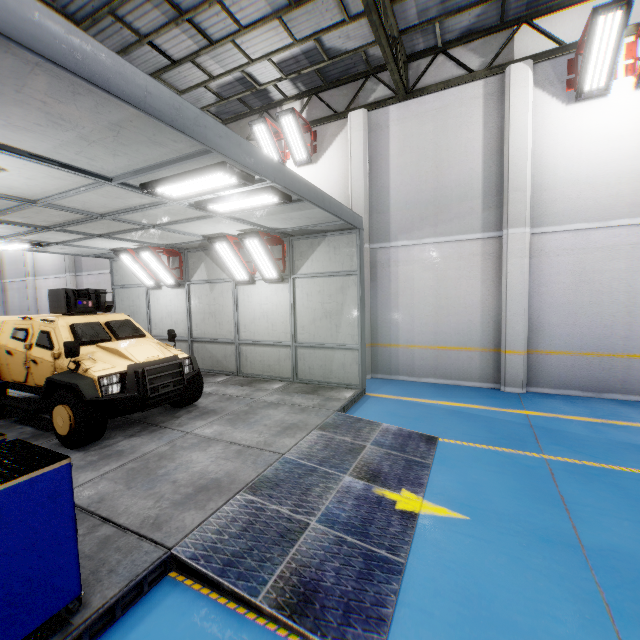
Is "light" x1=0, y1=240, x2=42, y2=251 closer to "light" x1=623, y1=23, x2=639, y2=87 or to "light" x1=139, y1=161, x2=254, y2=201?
"light" x1=139, y1=161, x2=254, y2=201

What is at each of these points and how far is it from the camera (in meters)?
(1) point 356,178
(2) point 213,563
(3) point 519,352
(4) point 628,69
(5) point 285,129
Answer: (1) cement column, 9.55
(2) metal ramp, 2.93
(3) cement column, 8.05
(4) light, 6.96
(5) light, 9.76

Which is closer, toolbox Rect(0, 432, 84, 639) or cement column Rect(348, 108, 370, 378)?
toolbox Rect(0, 432, 84, 639)

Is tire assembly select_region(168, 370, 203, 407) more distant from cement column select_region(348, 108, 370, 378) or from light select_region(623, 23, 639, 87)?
light select_region(623, 23, 639, 87)

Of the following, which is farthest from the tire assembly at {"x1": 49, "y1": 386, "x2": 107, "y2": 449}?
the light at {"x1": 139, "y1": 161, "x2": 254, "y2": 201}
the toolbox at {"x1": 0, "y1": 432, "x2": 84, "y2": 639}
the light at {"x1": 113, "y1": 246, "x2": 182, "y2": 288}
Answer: the light at {"x1": 113, "y1": 246, "x2": 182, "y2": 288}

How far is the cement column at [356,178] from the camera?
9.4 meters

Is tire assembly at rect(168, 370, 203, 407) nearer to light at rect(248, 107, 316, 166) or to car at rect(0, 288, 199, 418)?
car at rect(0, 288, 199, 418)

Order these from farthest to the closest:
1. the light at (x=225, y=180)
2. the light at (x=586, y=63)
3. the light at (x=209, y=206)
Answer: the light at (x=586, y=63), the light at (x=209, y=206), the light at (x=225, y=180)
